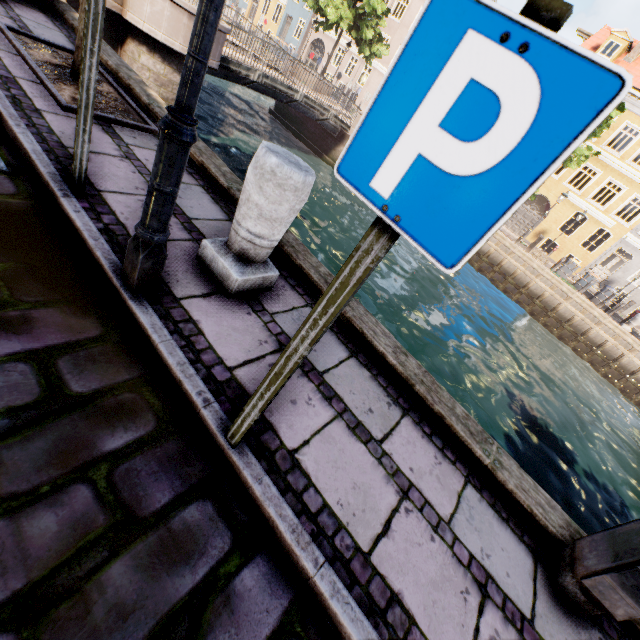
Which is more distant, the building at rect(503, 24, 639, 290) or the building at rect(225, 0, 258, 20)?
the building at rect(225, 0, 258, 20)

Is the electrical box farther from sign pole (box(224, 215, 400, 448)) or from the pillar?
the pillar

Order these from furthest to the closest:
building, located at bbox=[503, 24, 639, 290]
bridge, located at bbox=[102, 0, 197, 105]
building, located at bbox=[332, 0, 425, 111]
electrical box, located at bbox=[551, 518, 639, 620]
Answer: building, located at bbox=[332, 0, 425, 111], building, located at bbox=[503, 24, 639, 290], bridge, located at bbox=[102, 0, 197, 105], electrical box, located at bbox=[551, 518, 639, 620]

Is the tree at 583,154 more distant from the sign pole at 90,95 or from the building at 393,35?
the building at 393,35

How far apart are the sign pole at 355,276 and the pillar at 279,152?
1.2 meters

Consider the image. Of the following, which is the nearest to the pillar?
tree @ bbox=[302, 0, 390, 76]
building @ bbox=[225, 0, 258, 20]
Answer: tree @ bbox=[302, 0, 390, 76]

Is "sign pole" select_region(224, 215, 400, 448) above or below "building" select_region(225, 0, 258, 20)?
below

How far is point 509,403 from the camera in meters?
9.5
